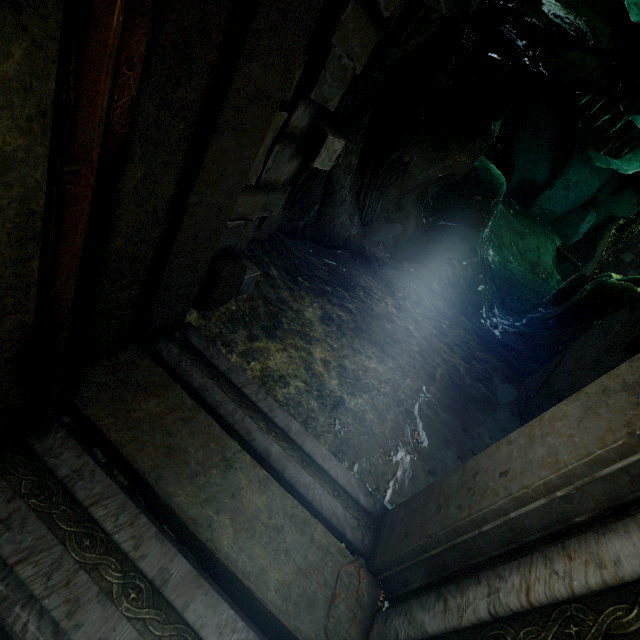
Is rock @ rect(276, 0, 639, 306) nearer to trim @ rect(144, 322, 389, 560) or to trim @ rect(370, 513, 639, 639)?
trim @ rect(370, 513, 639, 639)

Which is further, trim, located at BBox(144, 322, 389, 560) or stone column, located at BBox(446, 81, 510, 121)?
stone column, located at BBox(446, 81, 510, 121)

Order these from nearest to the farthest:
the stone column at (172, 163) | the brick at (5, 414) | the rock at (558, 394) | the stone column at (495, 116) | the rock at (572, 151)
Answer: the stone column at (172, 163) → the brick at (5, 414) → the rock at (558, 394) → the rock at (572, 151) → the stone column at (495, 116)

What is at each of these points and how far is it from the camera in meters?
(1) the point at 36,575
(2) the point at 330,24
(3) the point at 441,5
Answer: (1) trim, 1.5
(2) brick, 2.2
(3) brick, 2.6

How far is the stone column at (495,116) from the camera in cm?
817

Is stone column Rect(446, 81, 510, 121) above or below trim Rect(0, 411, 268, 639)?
above

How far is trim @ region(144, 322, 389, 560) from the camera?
2.5m

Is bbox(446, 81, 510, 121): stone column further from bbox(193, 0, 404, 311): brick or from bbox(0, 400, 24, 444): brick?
bbox(0, 400, 24, 444): brick
